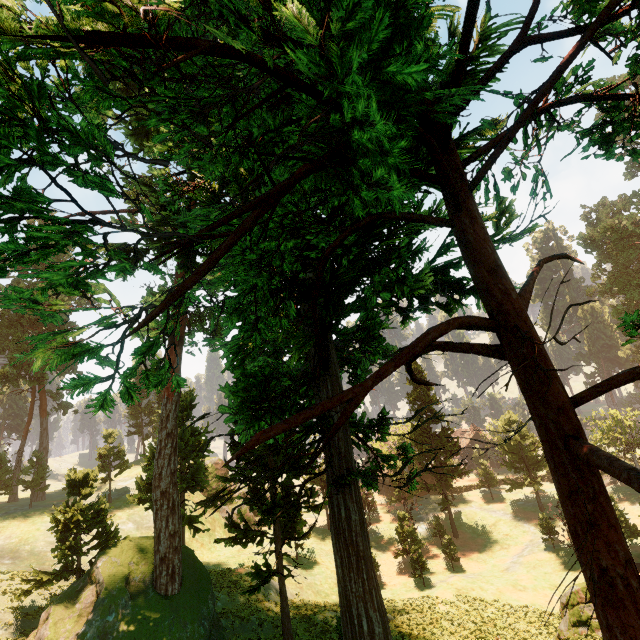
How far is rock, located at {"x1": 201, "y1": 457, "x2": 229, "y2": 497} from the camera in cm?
4597

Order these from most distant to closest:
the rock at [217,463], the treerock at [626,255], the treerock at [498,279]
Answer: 1. the rock at [217,463]
2. the treerock at [626,255]
3. the treerock at [498,279]

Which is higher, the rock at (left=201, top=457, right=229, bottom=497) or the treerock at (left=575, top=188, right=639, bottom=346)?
the treerock at (left=575, top=188, right=639, bottom=346)

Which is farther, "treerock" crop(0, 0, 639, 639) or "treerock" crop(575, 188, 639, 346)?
"treerock" crop(575, 188, 639, 346)

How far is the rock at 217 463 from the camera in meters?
46.0 m

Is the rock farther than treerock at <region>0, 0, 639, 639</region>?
Yes

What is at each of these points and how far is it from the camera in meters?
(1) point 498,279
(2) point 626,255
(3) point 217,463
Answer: (1) treerock, 3.6
(2) treerock, 45.8
(3) rock, 48.4

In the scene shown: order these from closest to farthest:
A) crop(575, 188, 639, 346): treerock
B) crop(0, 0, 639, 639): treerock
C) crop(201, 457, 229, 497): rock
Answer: crop(0, 0, 639, 639): treerock < crop(575, 188, 639, 346): treerock < crop(201, 457, 229, 497): rock
